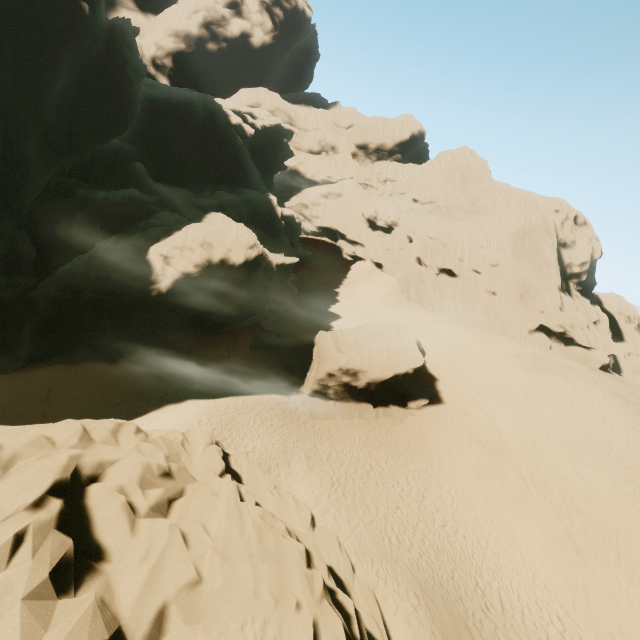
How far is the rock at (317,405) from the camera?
24.8m

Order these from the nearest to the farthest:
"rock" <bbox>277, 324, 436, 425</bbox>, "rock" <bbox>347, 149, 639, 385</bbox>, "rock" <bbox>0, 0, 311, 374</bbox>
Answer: "rock" <bbox>0, 0, 311, 374</bbox> → "rock" <bbox>277, 324, 436, 425</bbox> → "rock" <bbox>347, 149, 639, 385</bbox>

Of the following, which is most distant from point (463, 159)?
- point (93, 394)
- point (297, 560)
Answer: point (297, 560)

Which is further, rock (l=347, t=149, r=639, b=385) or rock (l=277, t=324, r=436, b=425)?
rock (l=347, t=149, r=639, b=385)

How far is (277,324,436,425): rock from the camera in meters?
24.8 m

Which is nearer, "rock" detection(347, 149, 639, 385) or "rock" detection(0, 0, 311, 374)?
"rock" detection(0, 0, 311, 374)

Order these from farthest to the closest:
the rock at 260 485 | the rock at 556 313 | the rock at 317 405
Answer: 1. the rock at 556 313
2. the rock at 317 405
3. the rock at 260 485
